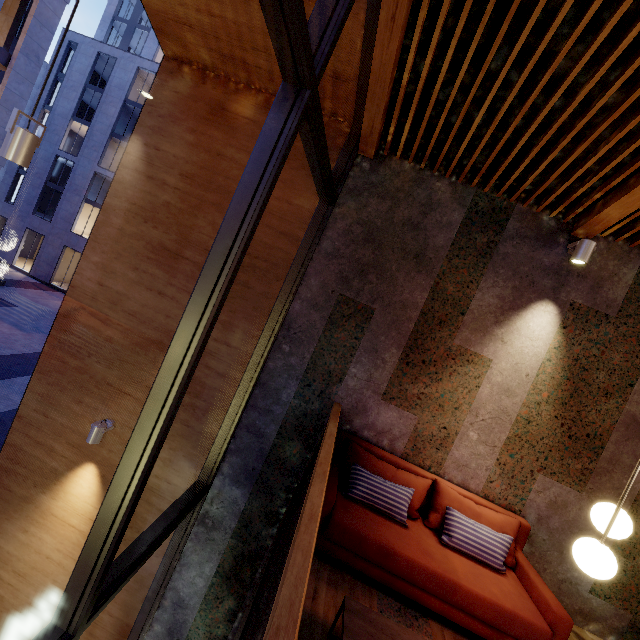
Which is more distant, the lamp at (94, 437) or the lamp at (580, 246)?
the lamp at (94, 437)

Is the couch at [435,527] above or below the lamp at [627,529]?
below

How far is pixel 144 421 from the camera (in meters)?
2.10

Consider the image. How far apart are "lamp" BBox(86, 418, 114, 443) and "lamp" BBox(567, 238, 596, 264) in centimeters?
598cm

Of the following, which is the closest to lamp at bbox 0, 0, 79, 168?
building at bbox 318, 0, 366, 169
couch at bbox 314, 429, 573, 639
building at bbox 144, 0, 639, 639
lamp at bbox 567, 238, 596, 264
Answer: building at bbox 318, 0, 366, 169

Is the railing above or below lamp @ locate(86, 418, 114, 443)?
above

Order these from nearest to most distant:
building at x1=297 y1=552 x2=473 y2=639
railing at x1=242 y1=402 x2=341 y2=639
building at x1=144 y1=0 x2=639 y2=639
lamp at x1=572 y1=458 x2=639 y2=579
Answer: railing at x1=242 y1=402 x2=341 y2=639
lamp at x1=572 y1=458 x2=639 y2=579
building at x1=297 y1=552 x2=473 y2=639
building at x1=144 y1=0 x2=639 y2=639

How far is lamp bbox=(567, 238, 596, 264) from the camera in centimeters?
345cm
